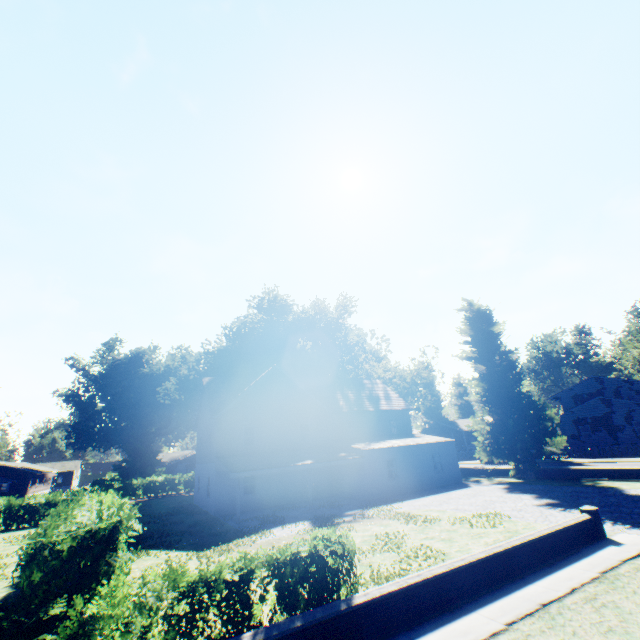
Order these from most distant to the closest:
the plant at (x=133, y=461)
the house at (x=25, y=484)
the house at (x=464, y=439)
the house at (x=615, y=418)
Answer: the plant at (x=133, y=461)
the house at (x=464, y=439)
the house at (x=25, y=484)
the house at (x=615, y=418)

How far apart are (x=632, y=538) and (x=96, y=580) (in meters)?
15.75

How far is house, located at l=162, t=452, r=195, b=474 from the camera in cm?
5296

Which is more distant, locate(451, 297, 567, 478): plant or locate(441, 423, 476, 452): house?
locate(441, 423, 476, 452): house

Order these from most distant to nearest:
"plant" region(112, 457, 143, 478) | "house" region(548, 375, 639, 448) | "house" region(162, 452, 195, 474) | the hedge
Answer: "plant" region(112, 457, 143, 478) → "house" region(162, 452, 195, 474) → "house" region(548, 375, 639, 448) → the hedge

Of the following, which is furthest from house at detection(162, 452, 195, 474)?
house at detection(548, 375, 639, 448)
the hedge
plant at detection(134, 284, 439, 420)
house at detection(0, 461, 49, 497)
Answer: house at detection(548, 375, 639, 448)

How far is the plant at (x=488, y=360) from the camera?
25.2m

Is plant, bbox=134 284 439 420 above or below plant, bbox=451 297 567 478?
above
